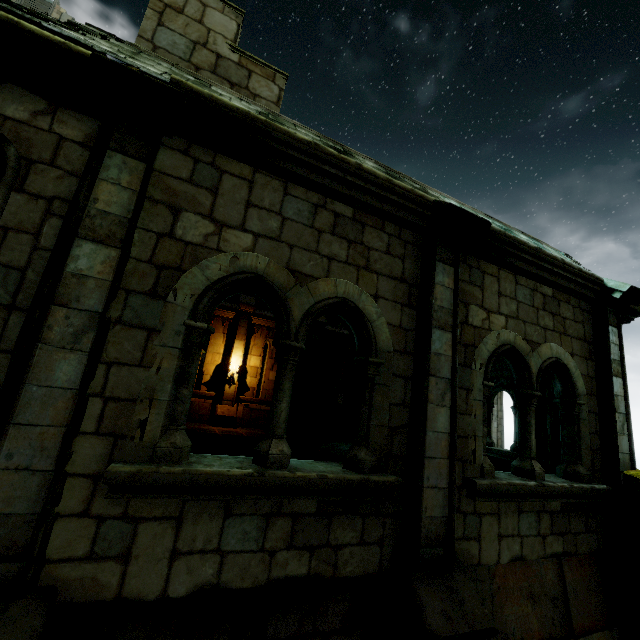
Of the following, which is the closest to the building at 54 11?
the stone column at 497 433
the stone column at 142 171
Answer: the stone column at 142 171

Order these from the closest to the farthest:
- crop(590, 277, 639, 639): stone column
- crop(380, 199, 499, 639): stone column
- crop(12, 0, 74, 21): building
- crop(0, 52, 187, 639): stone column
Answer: crop(0, 52, 187, 639): stone column < crop(380, 199, 499, 639): stone column < crop(590, 277, 639, 639): stone column < crop(12, 0, 74, 21): building

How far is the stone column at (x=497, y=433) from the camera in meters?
19.0 m

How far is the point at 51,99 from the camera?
2.87m

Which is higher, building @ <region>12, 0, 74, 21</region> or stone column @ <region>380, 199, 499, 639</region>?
building @ <region>12, 0, 74, 21</region>

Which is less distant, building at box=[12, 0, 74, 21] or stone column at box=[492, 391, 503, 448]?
stone column at box=[492, 391, 503, 448]

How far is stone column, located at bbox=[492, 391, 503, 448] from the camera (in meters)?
19.02

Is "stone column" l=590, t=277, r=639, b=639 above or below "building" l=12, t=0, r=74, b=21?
below
